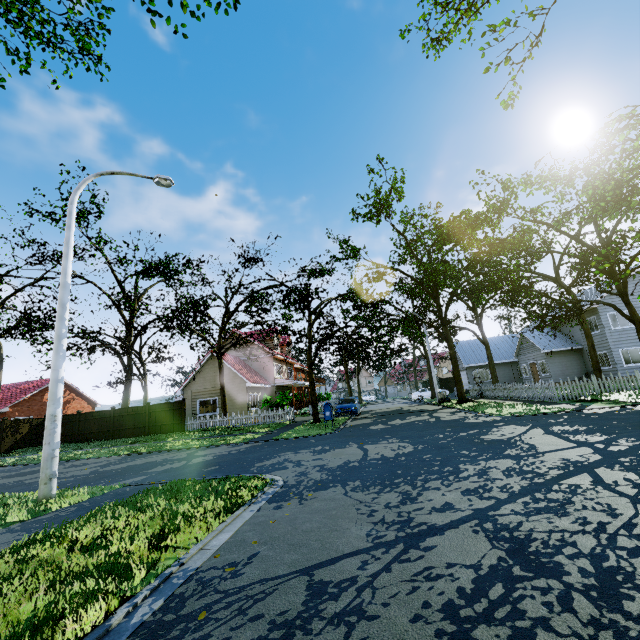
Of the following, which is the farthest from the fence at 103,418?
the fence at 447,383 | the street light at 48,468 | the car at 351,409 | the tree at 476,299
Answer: the car at 351,409

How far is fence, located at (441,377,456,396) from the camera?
44.4 meters

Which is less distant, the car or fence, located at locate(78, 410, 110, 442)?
the car

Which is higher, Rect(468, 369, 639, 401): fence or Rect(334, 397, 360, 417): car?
Rect(334, 397, 360, 417): car

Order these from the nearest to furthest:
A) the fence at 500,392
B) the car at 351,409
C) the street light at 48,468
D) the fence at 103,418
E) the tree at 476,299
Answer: the street light at 48,468, the tree at 476,299, the fence at 500,392, the car at 351,409, the fence at 103,418

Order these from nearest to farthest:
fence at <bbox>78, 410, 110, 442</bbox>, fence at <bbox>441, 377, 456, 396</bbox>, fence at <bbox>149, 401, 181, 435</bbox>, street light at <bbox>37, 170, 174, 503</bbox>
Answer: street light at <bbox>37, 170, 174, 503</bbox>
fence at <bbox>149, 401, 181, 435</bbox>
fence at <bbox>78, 410, 110, 442</bbox>
fence at <bbox>441, 377, 456, 396</bbox>

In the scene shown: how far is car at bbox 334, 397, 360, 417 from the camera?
22.81m

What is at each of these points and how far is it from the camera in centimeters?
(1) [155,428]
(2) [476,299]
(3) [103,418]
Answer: (1) fence, 2414cm
(2) tree, 2189cm
(3) fence, 2508cm
